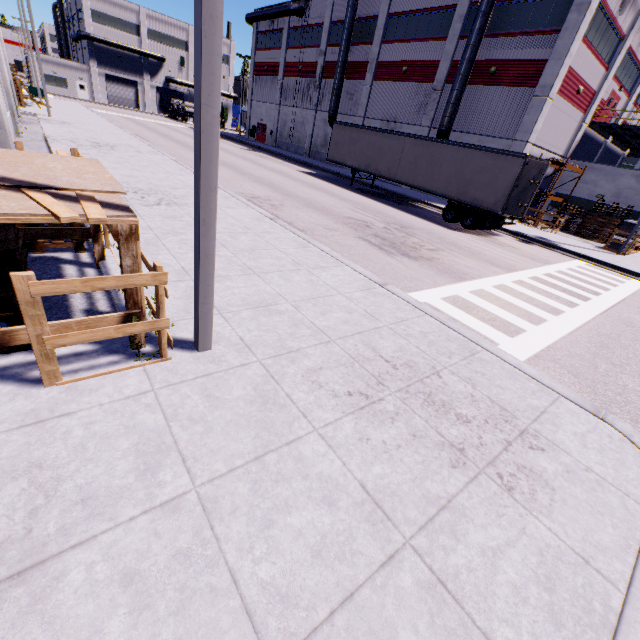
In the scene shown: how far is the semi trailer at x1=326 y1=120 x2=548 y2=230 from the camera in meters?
16.1

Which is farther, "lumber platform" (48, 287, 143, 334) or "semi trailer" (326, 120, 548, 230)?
"semi trailer" (326, 120, 548, 230)

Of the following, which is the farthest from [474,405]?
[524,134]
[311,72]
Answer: [311,72]

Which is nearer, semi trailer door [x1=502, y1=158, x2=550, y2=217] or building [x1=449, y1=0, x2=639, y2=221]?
semi trailer door [x1=502, y1=158, x2=550, y2=217]

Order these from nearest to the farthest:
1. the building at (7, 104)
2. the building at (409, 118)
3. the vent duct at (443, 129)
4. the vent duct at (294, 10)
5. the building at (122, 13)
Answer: the building at (7, 104) → the vent duct at (443, 129) → the building at (409, 118) → the vent duct at (294, 10) → the building at (122, 13)

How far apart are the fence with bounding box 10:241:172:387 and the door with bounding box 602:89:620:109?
36.37m

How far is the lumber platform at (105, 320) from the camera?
3.2 meters

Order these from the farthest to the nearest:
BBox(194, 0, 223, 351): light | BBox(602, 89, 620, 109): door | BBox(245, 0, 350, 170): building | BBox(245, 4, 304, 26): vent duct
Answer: BBox(245, 4, 304, 26): vent duct, BBox(245, 0, 350, 170): building, BBox(602, 89, 620, 109): door, BBox(194, 0, 223, 351): light
